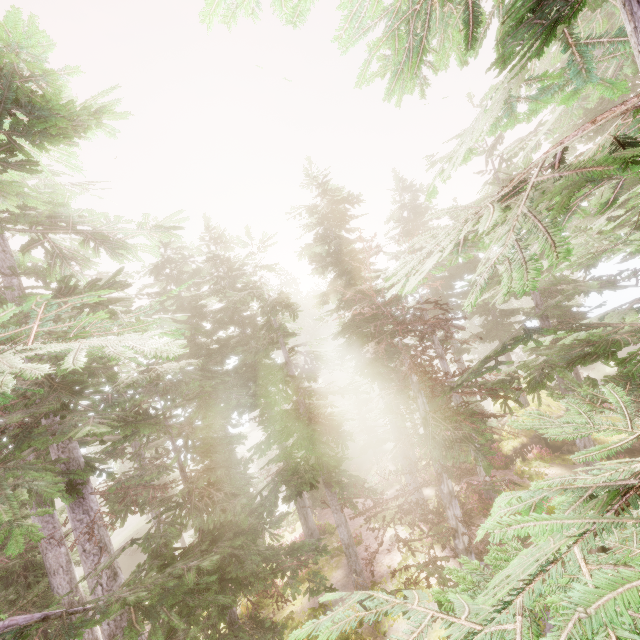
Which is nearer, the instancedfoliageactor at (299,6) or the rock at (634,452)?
the instancedfoliageactor at (299,6)

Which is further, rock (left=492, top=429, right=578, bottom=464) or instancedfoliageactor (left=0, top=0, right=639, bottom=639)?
rock (left=492, top=429, right=578, bottom=464)

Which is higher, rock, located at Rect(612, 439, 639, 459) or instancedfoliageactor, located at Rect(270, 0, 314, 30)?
instancedfoliageactor, located at Rect(270, 0, 314, 30)

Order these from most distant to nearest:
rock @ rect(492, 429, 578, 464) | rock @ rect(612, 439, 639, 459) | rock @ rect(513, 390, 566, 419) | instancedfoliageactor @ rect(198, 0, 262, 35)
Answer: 1. rock @ rect(513, 390, 566, 419)
2. rock @ rect(492, 429, 578, 464)
3. rock @ rect(612, 439, 639, 459)
4. instancedfoliageactor @ rect(198, 0, 262, 35)

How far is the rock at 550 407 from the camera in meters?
22.6

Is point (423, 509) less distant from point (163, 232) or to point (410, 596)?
point (410, 596)

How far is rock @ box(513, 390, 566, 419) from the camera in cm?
2256
